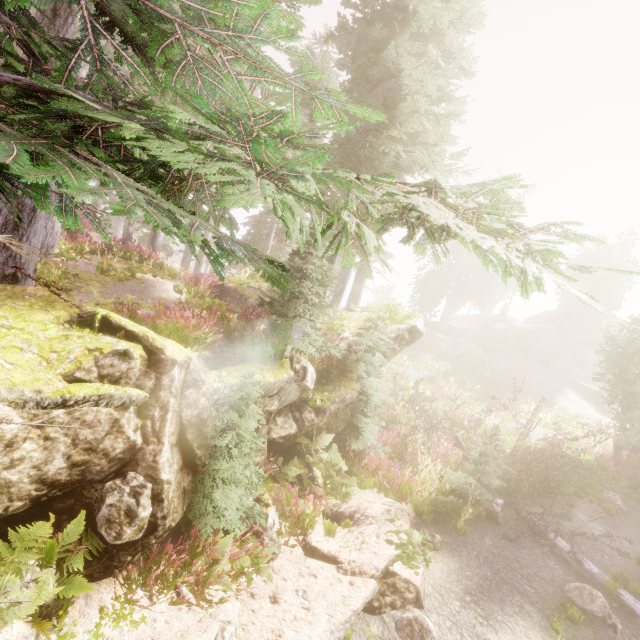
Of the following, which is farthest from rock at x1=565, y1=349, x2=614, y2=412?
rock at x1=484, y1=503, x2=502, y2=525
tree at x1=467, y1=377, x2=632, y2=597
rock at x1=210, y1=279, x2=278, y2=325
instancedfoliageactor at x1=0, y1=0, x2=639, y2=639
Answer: rock at x1=484, y1=503, x2=502, y2=525

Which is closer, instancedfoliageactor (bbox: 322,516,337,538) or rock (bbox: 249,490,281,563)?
rock (bbox: 249,490,281,563)

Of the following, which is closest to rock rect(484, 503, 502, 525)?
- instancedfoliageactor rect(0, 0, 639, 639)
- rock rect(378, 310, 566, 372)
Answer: instancedfoliageactor rect(0, 0, 639, 639)

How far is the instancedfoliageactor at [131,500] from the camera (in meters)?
4.26

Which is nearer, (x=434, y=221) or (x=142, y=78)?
(x=434, y=221)

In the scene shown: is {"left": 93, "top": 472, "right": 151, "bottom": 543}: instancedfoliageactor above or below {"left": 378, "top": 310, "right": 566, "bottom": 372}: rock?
below

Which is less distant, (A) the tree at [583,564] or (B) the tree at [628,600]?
(B) the tree at [628,600]
